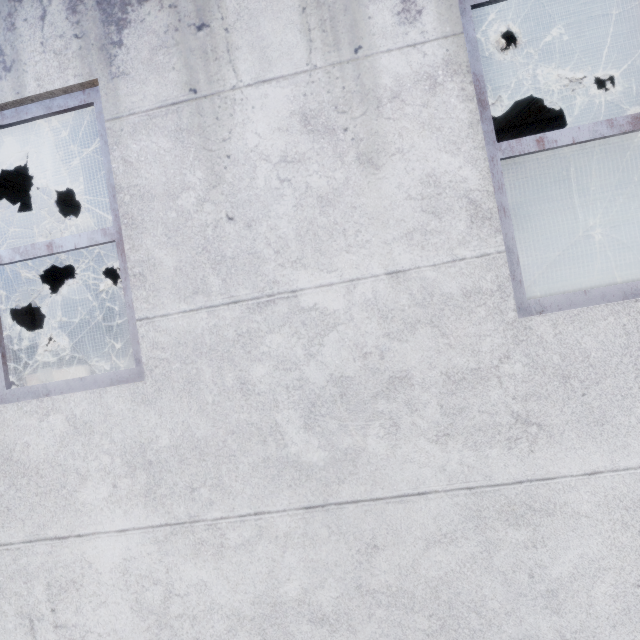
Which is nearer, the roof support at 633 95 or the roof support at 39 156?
the roof support at 39 156

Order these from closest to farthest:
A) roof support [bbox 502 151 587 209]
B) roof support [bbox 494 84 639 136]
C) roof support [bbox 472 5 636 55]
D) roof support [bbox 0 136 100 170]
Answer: roof support [bbox 472 5 636 55] → roof support [bbox 0 136 100 170] → roof support [bbox 494 84 639 136] → roof support [bbox 502 151 587 209]

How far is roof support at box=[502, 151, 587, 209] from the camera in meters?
6.6 m

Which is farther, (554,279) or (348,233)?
(554,279)

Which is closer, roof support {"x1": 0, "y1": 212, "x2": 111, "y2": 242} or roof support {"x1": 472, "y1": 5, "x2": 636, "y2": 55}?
roof support {"x1": 472, "y1": 5, "x2": 636, "y2": 55}
